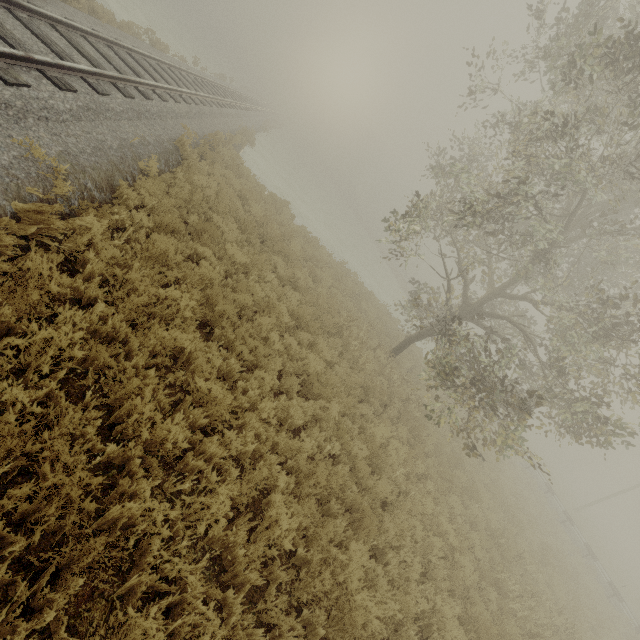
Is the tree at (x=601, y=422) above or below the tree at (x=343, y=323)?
above

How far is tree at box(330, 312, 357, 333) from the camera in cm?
1052

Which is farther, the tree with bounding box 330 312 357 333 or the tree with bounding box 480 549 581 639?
the tree with bounding box 330 312 357 333

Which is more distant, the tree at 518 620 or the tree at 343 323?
the tree at 343 323

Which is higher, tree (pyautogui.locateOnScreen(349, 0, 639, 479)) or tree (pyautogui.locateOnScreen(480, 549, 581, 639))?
tree (pyautogui.locateOnScreen(349, 0, 639, 479))

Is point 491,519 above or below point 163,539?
above
